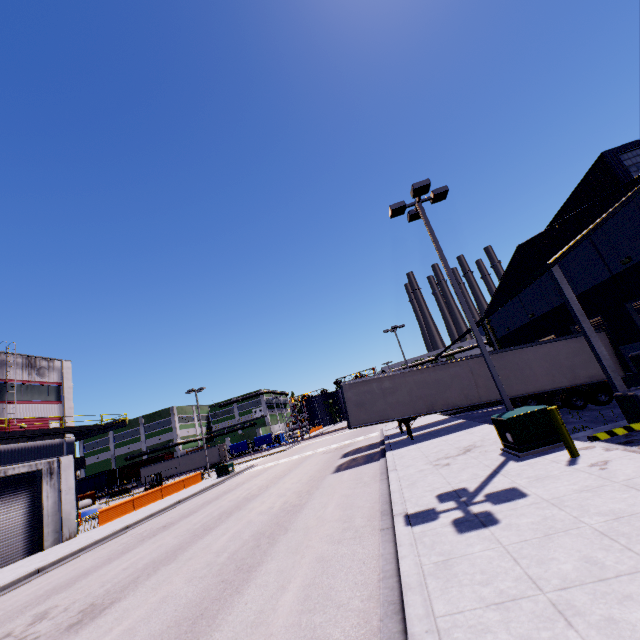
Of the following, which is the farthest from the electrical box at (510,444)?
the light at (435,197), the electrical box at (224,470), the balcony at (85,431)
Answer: the electrical box at (224,470)

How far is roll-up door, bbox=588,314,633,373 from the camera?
17.5 meters

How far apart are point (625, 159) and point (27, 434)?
40.37m

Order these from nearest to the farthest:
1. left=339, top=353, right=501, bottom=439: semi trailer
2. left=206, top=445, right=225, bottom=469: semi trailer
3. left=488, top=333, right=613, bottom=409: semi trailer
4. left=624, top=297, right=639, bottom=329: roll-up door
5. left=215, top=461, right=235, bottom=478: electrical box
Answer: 1. left=624, top=297, right=639, bottom=329: roll-up door
2. left=488, top=333, right=613, bottom=409: semi trailer
3. left=339, top=353, right=501, bottom=439: semi trailer
4. left=215, top=461, right=235, bottom=478: electrical box
5. left=206, top=445, right=225, bottom=469: semi trailer

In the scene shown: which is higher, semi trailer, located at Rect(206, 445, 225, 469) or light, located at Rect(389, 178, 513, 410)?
light, located at Rect(389, 178, 513, 410)

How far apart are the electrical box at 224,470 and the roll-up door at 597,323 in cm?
3107

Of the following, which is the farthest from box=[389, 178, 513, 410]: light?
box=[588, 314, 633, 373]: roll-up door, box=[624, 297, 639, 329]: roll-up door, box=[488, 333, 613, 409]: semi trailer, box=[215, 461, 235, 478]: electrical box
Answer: box=[215, 461, 235, 478]: electrical box

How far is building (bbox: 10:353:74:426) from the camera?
27.1 meters
